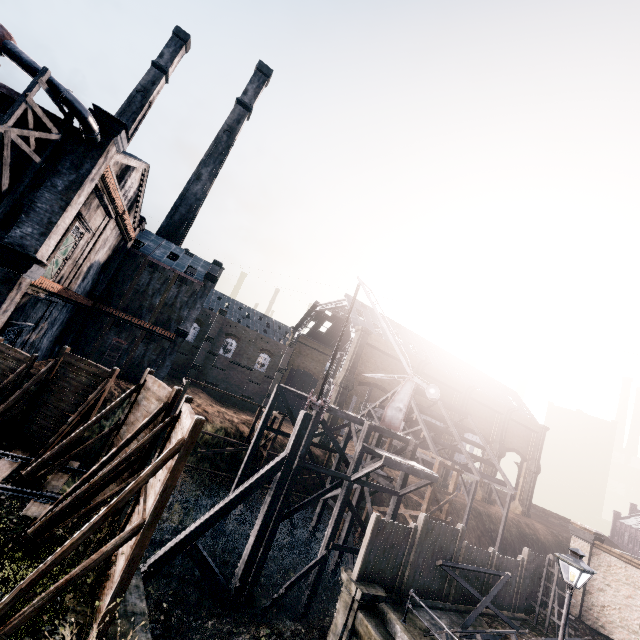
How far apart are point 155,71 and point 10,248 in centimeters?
4205cm

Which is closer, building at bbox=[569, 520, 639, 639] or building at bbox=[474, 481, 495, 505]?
building at bbox=[569, 520, 639, 639]

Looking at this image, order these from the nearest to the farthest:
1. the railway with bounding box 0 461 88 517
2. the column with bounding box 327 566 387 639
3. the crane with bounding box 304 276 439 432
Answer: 1. the railway with bounding box 0 461 88 517
2. the column with bounding box 327 566 387 639
3. the crane with bounding box 304 276 439 432

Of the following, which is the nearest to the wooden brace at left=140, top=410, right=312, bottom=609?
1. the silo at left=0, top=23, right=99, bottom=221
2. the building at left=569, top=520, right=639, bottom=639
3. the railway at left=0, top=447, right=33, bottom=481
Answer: the railway at left=0, top=447, right=33, bottom=481

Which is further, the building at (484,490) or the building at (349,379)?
the building at (484,490)

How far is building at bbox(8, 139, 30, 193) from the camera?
15.9m

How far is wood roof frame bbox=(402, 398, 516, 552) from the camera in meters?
33.2

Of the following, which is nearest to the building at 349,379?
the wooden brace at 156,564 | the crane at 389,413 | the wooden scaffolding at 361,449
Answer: the wooden scaffolding at 361,449
